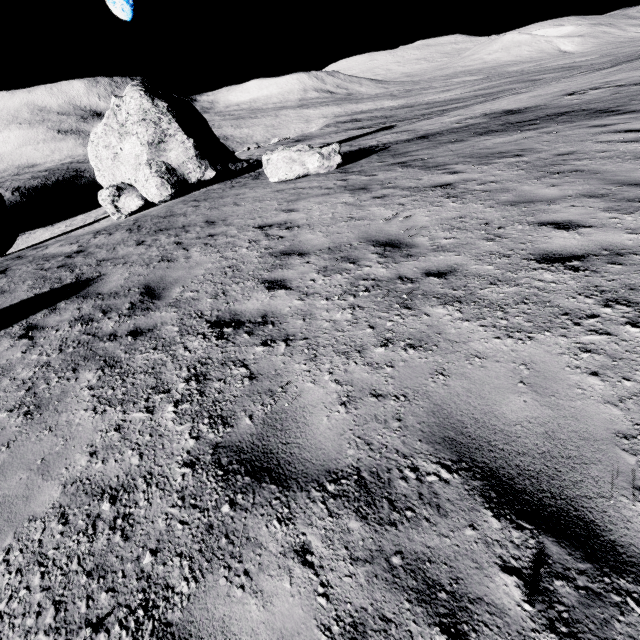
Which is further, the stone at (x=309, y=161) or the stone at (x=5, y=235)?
the stone at (x=5, y=235)

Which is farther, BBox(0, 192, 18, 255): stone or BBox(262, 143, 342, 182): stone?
BBox(0, 192, 18, 255): stone

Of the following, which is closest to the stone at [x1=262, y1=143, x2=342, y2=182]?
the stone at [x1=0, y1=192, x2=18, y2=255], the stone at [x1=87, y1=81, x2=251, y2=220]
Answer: the stone at [x1=87, y1=81, x2=251, y2=220]

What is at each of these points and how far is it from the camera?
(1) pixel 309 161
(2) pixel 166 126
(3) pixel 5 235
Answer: (1) stone, 12.17m
(2) stone, 16.81m
(3) stone, 18.36m

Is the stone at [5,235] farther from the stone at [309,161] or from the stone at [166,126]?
the stone at [309,161]

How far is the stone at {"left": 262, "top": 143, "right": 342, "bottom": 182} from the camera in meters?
12.2

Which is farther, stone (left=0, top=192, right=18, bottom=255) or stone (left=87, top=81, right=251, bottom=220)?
stone (left=0, top=192, right=18, bottom=255)

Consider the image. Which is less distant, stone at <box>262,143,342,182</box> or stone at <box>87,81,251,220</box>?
stone at <box>262,143,342,182</box>
